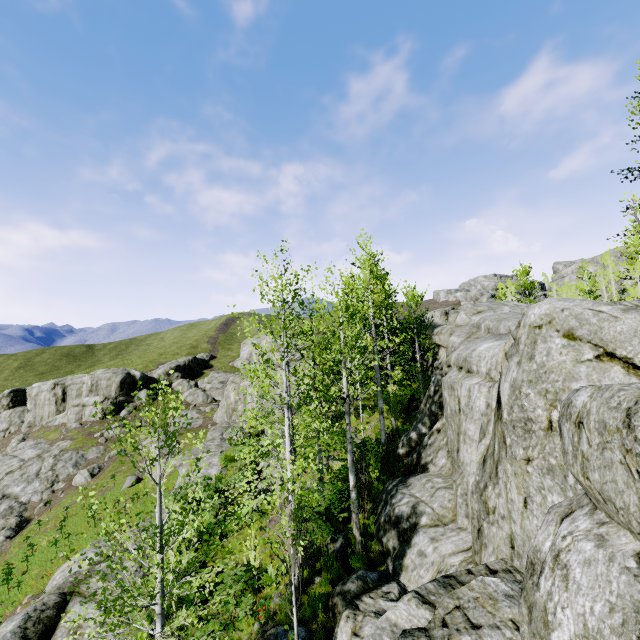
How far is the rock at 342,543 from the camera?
10.21m

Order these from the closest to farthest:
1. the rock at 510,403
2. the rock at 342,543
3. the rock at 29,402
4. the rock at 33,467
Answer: the rock at 510,403
the rock at 342,543
the rock at 29,402
the rock at 33,467

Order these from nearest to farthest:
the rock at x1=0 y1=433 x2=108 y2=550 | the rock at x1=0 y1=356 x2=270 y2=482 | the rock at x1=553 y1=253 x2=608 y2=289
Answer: the rock at x1=0 y1=356 x2=270 y2=482, the rock at x1=0 y1=433 x2=108 y2=550, the rock at x1=553 y1=253 x2=608 y2=289

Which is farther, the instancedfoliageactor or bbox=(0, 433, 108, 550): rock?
bbox=(0, 433, 108, 550): rock

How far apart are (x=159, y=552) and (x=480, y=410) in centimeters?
760cm

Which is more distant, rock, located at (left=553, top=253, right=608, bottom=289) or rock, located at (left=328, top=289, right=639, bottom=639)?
rock, located at (left=553, top=253, right=608, bottom=289)
